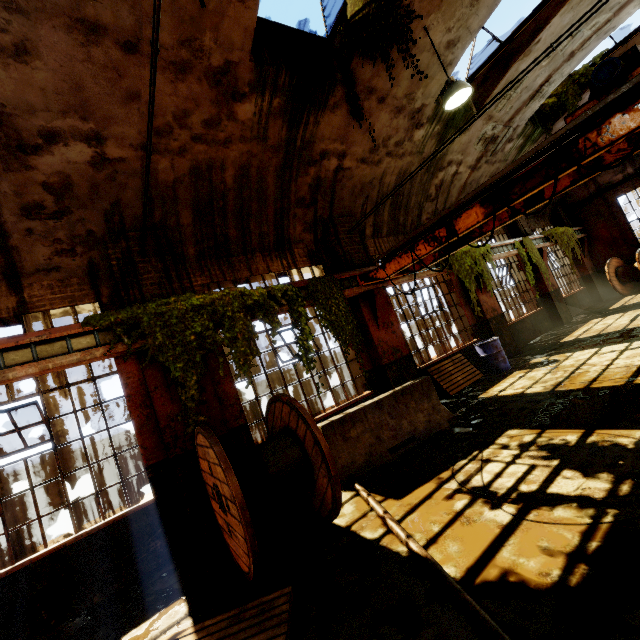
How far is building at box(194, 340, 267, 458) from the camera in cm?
569

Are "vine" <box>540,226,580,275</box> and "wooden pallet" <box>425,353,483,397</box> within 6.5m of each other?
no

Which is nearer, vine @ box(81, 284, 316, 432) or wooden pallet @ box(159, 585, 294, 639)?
wooden pallet @ box(159, 585, 294, 639)

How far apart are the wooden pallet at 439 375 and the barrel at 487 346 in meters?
0.2 m

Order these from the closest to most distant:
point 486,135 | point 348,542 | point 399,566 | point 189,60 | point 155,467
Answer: point 399,566
point 348,542
point 189,60
point 155,467
point 486,135

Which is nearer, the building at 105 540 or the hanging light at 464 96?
the building at 105 540

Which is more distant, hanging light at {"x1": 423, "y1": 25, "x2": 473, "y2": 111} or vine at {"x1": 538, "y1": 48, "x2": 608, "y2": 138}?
vine at {"x1": 538, "y1": 48, "x2": 608, "y2": 138}

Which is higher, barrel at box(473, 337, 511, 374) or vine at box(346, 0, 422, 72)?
vine at box(346, 0, 422, 72)
